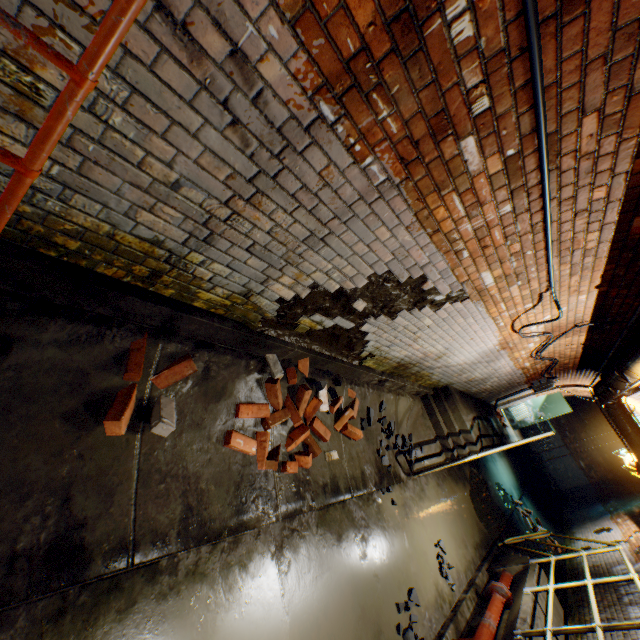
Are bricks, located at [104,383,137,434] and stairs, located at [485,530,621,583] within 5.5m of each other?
no

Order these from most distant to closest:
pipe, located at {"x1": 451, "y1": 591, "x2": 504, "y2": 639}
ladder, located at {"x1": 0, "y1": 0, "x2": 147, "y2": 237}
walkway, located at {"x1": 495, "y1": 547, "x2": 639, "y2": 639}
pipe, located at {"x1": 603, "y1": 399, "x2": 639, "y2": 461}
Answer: pipe, located at {"x1": 603, "y1": 399, "x2": 639, "y2": 461}, pipe, located at {"x1": 451, "y1": 591, "x2": 504, "y2": 639}, walkway, located at {"x1": 495, "y1": 547, "x2": 639, "y2": 639}, ladder, located at {"x1": 0, "y1": 0, "x2": 147, "y2": 237}

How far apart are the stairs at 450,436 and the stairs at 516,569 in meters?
Answer: 1.7

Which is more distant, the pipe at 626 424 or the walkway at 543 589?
the pipe at 626 424

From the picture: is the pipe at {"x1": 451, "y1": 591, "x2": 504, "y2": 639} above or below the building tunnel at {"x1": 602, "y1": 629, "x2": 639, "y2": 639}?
below

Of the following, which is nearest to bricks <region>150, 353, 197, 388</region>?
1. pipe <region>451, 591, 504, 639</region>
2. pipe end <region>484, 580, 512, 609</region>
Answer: pipe <region>451, 591, 504, 639</region>

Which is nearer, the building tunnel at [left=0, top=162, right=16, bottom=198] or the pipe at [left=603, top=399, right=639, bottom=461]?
the building tunnel at [left=0, top=162, right=16, bottom=198]

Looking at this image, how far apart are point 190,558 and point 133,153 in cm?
245
